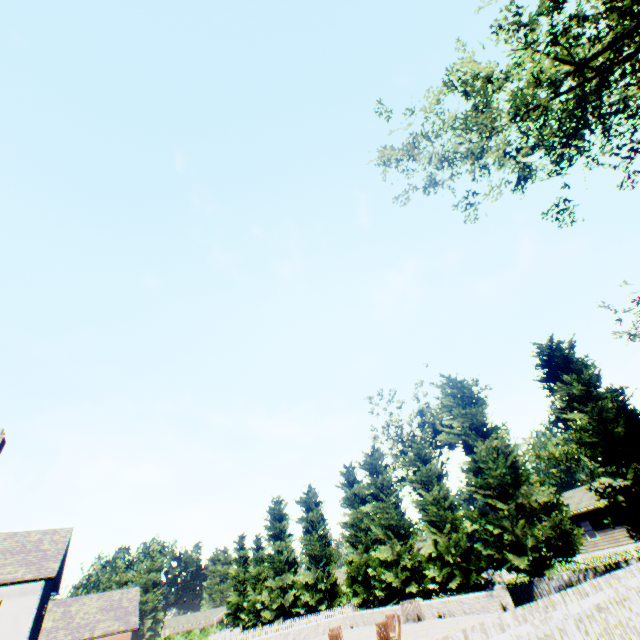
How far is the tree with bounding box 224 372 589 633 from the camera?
18.6 meters

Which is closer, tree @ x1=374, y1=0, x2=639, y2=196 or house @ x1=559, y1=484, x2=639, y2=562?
tree @ x1=374, y1=0, x2=639, y2=196

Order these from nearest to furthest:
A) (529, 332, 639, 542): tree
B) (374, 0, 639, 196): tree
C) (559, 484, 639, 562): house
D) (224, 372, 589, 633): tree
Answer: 1. (374, 0, 639, 196): tree
2. (529, 332, 639, 542): tree
3. (224, 372, 589, 633): tree
4. (559, 484, 639, 562): house

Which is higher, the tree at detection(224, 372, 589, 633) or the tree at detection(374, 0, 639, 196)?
the tree at detection(374, 0, 639, 196)

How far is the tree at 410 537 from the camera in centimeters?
1858cm

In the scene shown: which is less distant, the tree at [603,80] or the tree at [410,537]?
the tree at [603,80]

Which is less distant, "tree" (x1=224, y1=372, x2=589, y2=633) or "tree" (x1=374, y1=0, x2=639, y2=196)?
"tree" (x1=374, y1=0, x2=639, y2=196)

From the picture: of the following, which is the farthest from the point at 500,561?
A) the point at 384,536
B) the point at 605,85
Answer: the point at 605,85
